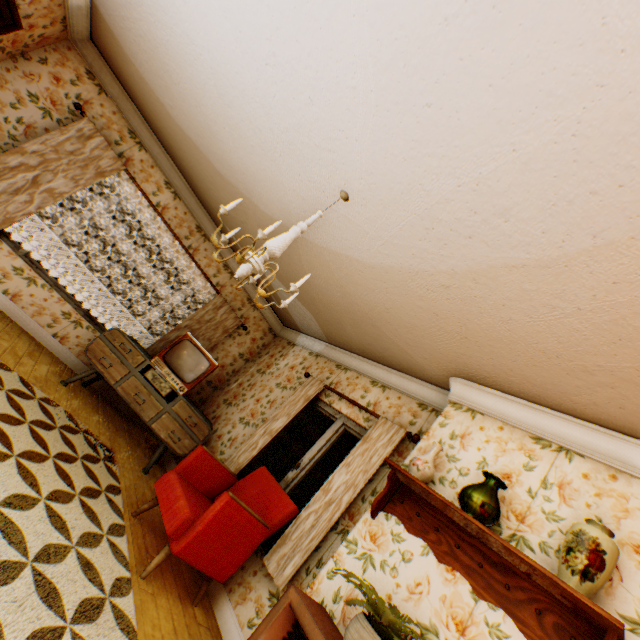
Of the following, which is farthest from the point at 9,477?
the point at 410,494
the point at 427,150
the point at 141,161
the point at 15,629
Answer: the point at 141,161

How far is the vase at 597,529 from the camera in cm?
177

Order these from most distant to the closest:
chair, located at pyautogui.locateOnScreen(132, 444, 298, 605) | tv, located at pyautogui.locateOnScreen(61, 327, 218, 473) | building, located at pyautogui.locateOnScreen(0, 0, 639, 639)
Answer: tv, located at pyautogui.locateOnScreen(61, 327, 218, 473), chair, located at pyautogui.locateOnScreen(132, 444, 298, 605), building, located at pyautogui.locateOnScreen(0, 0, 639, 639)

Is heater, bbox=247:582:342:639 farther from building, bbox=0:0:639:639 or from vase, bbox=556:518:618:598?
vase, bbox=556:518:618:598

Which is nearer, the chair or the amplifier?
the chair

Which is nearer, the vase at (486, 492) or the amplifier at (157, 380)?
the vase at (486, 492)

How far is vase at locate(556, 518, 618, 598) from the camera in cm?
177

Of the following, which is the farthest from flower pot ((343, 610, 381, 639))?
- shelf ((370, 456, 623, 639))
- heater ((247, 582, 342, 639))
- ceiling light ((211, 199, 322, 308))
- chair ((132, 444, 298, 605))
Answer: ceiling light ((211, 199, 322, 308))
